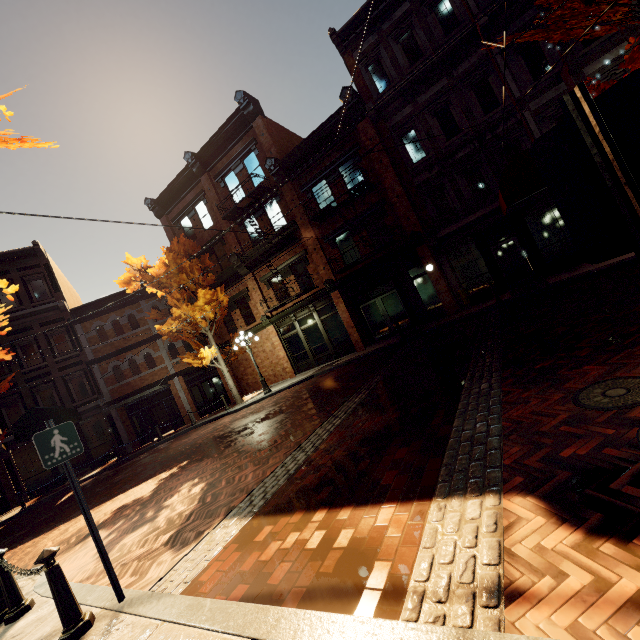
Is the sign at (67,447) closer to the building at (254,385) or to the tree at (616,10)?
the tree at (616,10)

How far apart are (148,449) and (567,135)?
21.12m

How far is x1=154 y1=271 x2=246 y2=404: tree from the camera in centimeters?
1705cm

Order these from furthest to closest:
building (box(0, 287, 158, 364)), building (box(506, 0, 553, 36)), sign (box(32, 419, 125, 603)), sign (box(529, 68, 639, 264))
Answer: building (box(0, 287, 158, 364)) < building (box(506, 0, 553, 36)) < sign (box(32, 419, 125, 603)) < sign (box(529, 68, 639, 264))

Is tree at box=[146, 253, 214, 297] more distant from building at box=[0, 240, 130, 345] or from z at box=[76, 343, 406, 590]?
z at box=[76, 343, 406, 590]

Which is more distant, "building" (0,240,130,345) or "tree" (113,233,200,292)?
"building" (0,240,130,345)

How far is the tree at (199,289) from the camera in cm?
1705
